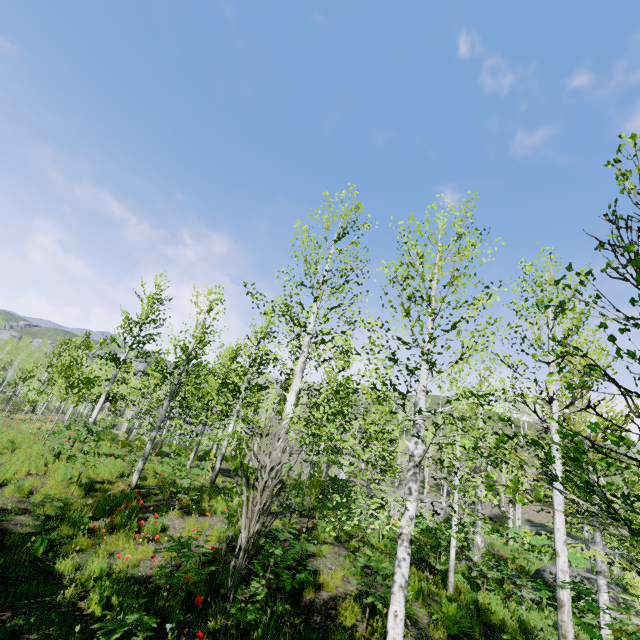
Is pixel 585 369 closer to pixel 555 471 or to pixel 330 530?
pixel 555 471

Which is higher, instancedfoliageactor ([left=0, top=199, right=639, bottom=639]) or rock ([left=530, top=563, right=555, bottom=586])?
instancedfoliageactor ([left=0, top=199, right=639, bottom=639])

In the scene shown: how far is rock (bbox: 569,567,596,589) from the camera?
15.0 meters

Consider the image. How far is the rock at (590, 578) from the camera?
A: 15.0m

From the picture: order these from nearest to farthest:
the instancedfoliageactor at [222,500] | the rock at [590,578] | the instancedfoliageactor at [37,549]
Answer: the instancedfoliageactor at [222,500] < the instancedfoliageactor at [37,549] < the rock at [590,578]

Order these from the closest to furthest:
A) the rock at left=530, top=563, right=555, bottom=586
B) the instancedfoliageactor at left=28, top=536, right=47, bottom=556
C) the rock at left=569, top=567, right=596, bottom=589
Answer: the instancedfoliageactor at left=28, top=536, right=47, bottom=556, the rock at left=569, top=567, right=596, bottom=589, the rock at left=530, top=563, right=555, bottom=586

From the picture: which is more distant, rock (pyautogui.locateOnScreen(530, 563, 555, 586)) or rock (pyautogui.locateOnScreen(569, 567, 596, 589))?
rock (pyautogui.locateOnScreen(530, 563, 555, 586))

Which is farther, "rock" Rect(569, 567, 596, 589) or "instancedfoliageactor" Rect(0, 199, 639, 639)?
"rock" Rect(569, 567, 596, 589)
